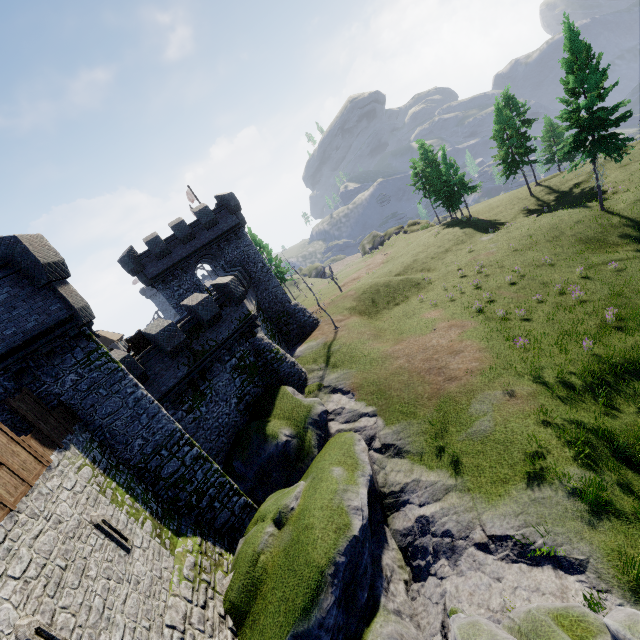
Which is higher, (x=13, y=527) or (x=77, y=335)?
(x=77, y=335)

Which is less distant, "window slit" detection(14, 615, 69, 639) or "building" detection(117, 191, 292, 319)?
Result: "window slit" detection(14, 615, 69, 639)

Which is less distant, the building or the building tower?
the building tower

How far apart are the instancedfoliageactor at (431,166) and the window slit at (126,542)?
51.7 meters

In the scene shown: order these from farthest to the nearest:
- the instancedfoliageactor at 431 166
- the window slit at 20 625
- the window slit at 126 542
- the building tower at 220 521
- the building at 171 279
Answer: the instancedfoliageactor at 431 166 → the building at 171 279 → the building tower at 220 521 → the window slit at 126 542 → the window slit at 20 625

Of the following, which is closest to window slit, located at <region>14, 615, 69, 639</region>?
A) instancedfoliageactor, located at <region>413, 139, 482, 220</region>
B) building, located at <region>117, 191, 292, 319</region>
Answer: building, located at <region>117, 191, 292, 319</region>

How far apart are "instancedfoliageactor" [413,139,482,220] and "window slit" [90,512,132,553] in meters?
51.7 m

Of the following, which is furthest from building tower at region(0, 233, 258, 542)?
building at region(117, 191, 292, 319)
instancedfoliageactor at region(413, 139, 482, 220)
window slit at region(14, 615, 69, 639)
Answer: instancedfoliageactor at region(413, 139, 482, 220)
